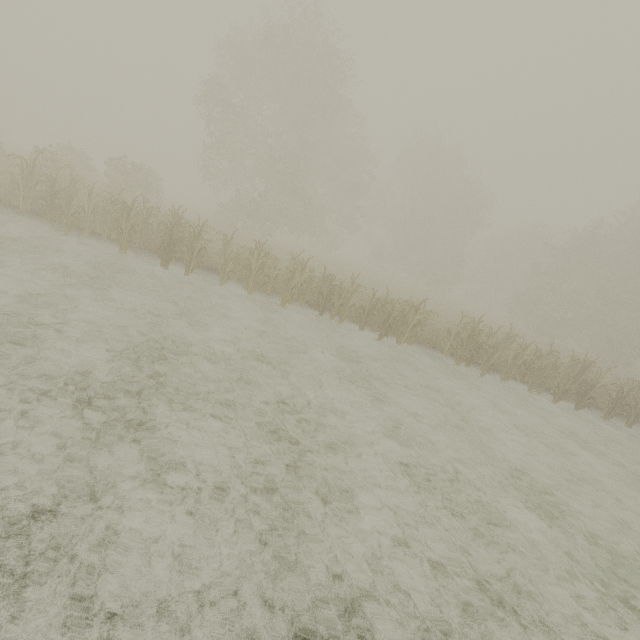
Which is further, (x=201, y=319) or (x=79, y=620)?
(x=201, y=319)
